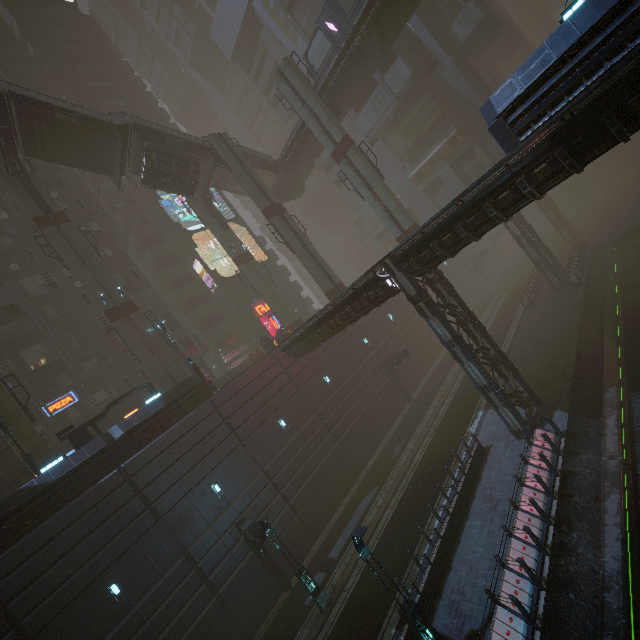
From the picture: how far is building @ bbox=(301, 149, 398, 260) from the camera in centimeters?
4603cm

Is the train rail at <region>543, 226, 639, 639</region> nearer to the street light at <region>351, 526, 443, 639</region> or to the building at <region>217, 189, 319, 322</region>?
the building at <region>217, 189, 319, 322</region>

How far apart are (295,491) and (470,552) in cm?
1192

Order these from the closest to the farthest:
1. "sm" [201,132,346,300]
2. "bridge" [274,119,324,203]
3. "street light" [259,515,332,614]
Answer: "street light" [259,515,332,614]
"sm" [201,132,346,300]
"bridge" [274,119,324,203]

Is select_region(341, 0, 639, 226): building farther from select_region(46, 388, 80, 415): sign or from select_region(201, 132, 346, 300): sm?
select_region(201, 132, 346, 300): sm

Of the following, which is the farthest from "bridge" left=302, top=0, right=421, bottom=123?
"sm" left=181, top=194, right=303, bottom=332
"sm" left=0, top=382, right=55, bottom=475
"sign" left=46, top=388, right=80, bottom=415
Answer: "sign" left=46, top=388, right=80, bottom=415

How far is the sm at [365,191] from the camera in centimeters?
2577cm

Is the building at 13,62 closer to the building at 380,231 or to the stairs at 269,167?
the building at 380,231
